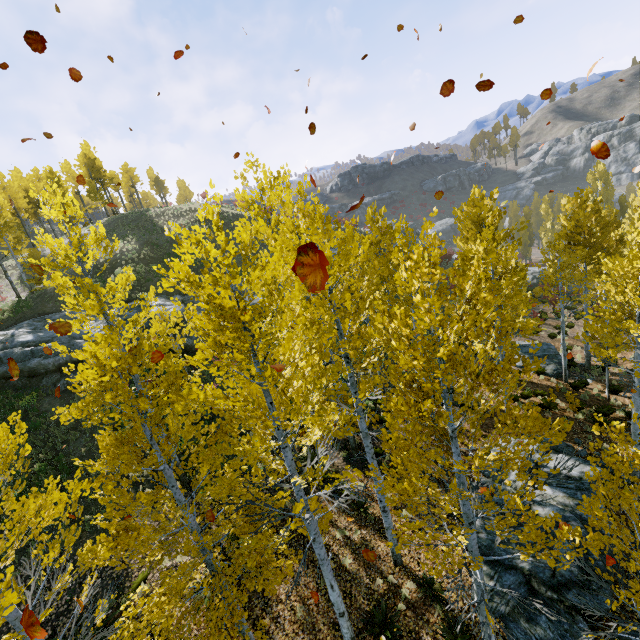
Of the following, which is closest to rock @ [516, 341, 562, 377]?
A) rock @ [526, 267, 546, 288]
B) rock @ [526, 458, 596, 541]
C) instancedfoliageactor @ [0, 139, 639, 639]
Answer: instancedfoliageactor @ [0, 139, 639, 639]

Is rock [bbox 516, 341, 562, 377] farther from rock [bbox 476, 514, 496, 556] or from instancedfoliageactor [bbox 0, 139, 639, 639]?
rock [bbox 476, 514, 496, 556]

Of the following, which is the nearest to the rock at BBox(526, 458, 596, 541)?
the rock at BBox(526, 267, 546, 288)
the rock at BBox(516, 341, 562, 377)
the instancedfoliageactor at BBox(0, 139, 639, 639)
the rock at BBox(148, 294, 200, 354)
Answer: the instancedfoliageactor at BBox(0, 139, 639, 639)

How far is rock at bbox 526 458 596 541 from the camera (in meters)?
9.65

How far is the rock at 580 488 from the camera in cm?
965

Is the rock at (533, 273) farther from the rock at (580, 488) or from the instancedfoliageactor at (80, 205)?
the rock at (580, 488)

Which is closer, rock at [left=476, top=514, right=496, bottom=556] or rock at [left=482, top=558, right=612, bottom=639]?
rock at [left=482, top=558, right=612, bottom=639]

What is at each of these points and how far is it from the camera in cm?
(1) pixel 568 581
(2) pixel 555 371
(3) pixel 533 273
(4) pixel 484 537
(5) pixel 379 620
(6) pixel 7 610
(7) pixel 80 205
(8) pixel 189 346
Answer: (1) rock, 841
(2) rock, 1917
(3) rock, 3934
(4) rock, 982
(5) instancedfoliageactor, 831
(6) instancedfoliageactor, 272
(7) instancedfoliageactor, 5641
(8) rock, 1961
